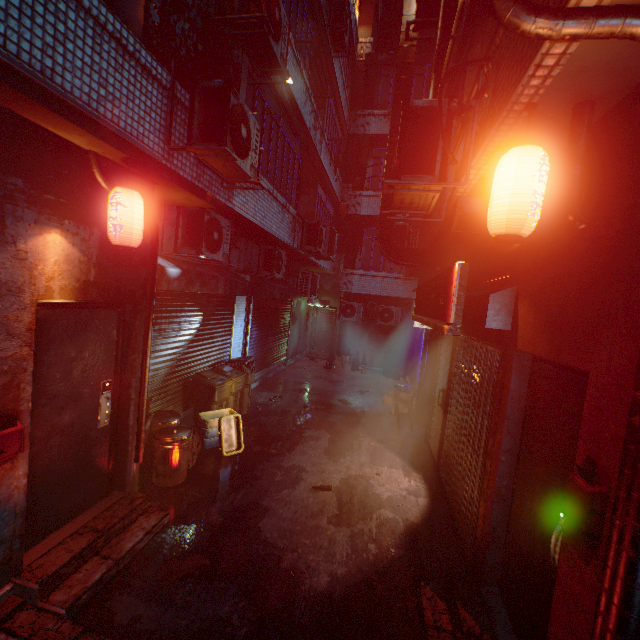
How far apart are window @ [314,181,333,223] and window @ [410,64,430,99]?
3.93m

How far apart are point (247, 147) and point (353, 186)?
9.5m

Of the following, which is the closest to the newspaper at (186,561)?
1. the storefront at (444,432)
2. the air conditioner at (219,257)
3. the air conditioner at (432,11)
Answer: the storefront at (444,432)

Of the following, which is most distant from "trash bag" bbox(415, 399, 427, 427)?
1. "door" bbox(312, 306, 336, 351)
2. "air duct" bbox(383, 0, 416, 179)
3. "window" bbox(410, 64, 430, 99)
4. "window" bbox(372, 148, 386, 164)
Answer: "window" bbox(410, 64, 430, 99)

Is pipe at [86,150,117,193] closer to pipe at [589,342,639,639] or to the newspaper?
the newspaper

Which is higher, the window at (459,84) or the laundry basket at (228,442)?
the window at (459,84)

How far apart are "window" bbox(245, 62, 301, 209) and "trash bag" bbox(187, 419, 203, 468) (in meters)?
4.33

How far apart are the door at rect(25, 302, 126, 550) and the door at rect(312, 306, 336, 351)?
11.51m
